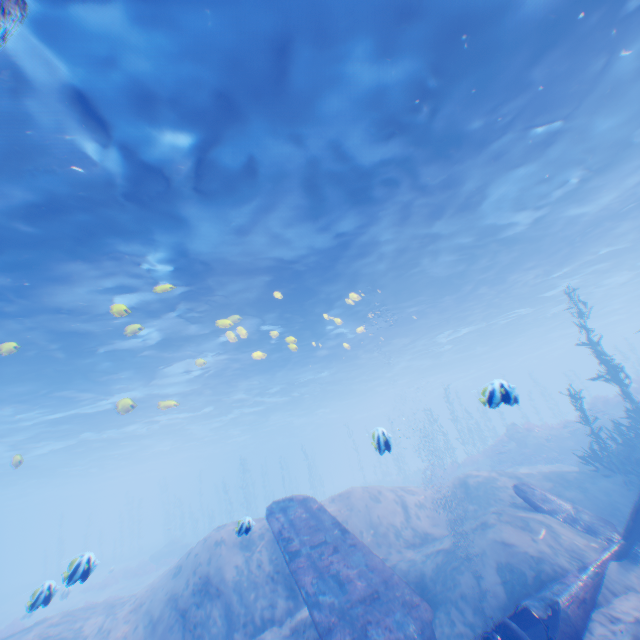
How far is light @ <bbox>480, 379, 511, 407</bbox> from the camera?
6.1m

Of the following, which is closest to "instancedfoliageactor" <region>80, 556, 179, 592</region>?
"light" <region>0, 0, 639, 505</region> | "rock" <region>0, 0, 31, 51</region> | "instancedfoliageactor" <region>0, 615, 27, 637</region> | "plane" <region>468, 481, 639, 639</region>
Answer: "instancedfoliageactor" <region>0, 615, 27, 637</region>

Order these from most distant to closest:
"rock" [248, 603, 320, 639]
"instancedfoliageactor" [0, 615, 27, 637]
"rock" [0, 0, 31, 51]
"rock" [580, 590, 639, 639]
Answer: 1. "instancedfoliageactor" [0, 615, 27, 637]
2. "rock" [248, 603, 320, 639]
3. "rock" [580, 590, 639, 639]
4. "rock" [0, 0, 31, 51]

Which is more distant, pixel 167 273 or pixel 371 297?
pixel 371 297

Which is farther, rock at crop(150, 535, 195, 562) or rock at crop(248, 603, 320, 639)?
→ rock at crop(150, 535, 195, 562)

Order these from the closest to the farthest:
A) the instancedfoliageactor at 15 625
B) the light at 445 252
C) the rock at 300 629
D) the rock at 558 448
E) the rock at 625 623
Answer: the rock at 625 623, the light at 445 252, the rock at 300 629, the instancedfoliageactor at 15 625, the rock at 558 448

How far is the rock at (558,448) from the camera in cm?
2114

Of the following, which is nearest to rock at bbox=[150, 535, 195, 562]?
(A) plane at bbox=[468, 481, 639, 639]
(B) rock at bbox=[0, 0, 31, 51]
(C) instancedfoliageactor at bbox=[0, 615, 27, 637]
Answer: (B) rock at bbox=[0, 0, 31, 51]
